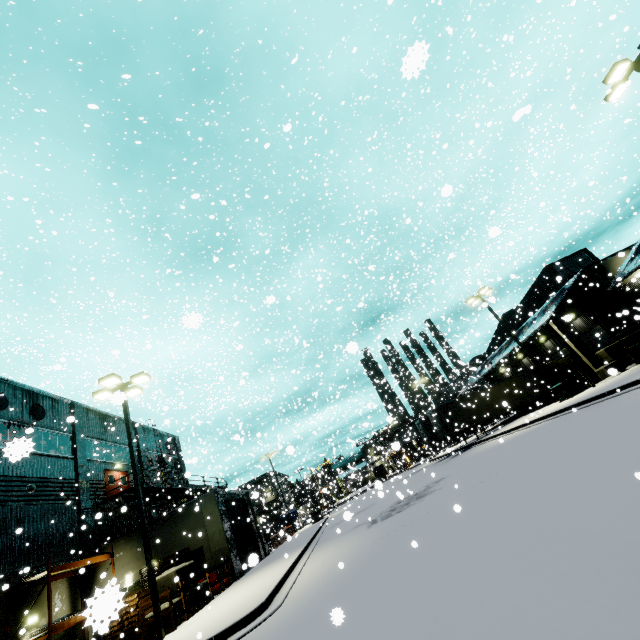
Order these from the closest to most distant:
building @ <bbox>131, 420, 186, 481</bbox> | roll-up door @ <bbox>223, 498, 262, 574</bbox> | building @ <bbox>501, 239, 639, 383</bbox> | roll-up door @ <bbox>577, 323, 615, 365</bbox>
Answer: roll-up door @ <bbox>223, 498, 262, 574</bbox> → building @ <bbox>501, 239, 639, 383</bbox> → roll-up door @ <bbox>577, 323, 615, 365</bbox> → building @ <bbox>131, 420, 186, 481</bbox>

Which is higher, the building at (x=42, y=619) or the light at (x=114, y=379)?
the light at (x=114, y=379)

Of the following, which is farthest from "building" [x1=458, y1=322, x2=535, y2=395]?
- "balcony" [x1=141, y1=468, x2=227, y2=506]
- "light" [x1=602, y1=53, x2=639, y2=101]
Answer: "light" [x1=602, y1=53, x2=639, y2=101]

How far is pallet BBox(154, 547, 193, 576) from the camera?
16.67m

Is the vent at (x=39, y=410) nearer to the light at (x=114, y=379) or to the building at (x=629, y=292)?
the building at (x=629, y=292)

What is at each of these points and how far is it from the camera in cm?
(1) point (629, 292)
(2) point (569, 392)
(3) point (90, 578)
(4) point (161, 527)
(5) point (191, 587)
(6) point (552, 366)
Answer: (1) building, 2616
(2) electrical box, 2131
(3) building, 1845
(4) building, 1942
(5) concrete block, 1383
(6) semi trailer, 3191

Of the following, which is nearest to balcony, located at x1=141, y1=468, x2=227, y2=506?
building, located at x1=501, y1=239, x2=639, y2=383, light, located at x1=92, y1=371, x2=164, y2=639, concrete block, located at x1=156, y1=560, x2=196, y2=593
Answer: building, located at x1=501, y1=239, x2=639, y2=383

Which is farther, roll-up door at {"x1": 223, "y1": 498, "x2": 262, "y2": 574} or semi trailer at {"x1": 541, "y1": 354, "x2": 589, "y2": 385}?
semi trailer at {"x1": 541, "y1": 354, "x2": 589, "y2": 385}
